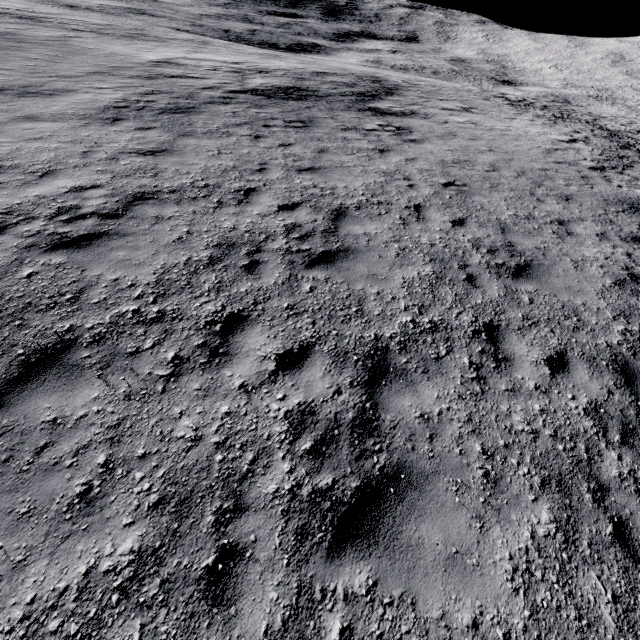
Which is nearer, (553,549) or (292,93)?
(553,549)
